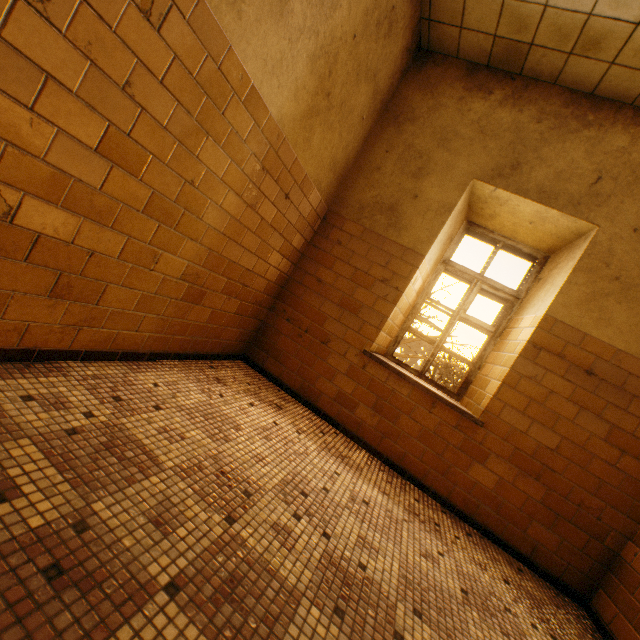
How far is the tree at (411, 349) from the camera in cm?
920

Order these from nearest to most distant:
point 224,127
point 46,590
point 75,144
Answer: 1. point 46,590
2. point 75,144
3. point 224,127

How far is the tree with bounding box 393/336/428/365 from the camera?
9.2 meters
